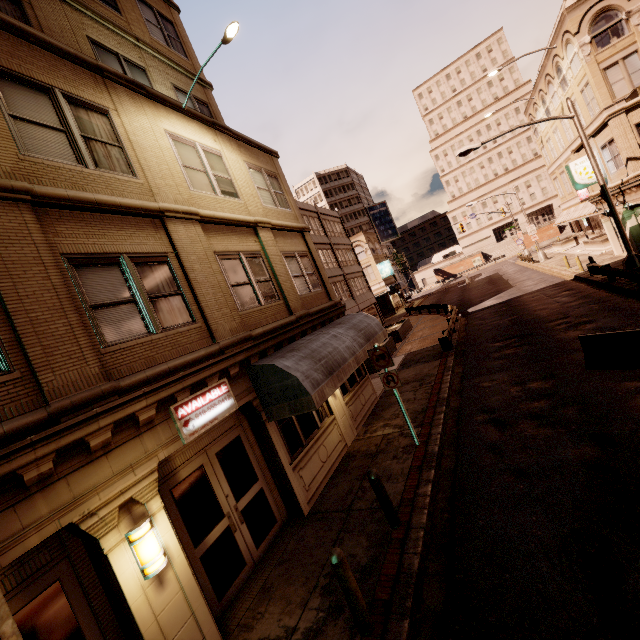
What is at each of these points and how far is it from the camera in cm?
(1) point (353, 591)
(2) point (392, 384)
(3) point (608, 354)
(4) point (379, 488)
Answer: (1) bollard, 457
(2) sign, 902
(3) barrier, 906
(4) bollard, 627

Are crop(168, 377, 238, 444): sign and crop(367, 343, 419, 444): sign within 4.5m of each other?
yes

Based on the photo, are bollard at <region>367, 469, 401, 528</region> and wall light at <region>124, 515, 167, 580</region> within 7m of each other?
yes

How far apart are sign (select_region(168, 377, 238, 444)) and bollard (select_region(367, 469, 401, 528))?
3.2m

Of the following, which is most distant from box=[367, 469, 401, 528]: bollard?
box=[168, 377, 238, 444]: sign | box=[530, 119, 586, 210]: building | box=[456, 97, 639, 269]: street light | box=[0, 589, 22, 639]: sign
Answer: box=[530, 119, 586, 210]: building

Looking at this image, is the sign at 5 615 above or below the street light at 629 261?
above

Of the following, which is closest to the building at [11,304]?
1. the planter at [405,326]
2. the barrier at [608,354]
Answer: the barrier at [608,354]

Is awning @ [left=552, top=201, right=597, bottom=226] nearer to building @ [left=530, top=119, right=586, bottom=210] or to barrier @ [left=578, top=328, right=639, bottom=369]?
building @ [left=530, top=119, right=586, bottom=210]
